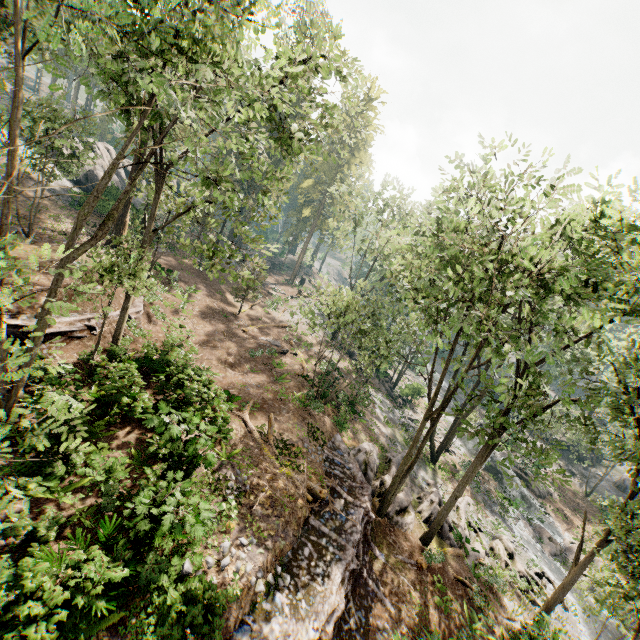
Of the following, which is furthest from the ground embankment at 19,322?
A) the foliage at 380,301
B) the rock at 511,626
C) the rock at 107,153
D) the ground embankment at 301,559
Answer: the rock at 511,626

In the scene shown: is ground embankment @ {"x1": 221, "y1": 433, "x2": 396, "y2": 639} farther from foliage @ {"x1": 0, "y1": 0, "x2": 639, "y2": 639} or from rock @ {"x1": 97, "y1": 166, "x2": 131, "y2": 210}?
rock @ {"x1": 97, "y1": 166, "x2": 131, "y2": 210}

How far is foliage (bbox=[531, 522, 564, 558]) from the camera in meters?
25.9

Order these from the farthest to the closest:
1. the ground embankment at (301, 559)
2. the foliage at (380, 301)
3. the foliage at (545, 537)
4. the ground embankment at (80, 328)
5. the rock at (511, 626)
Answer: the foliage at (545, 537) < the ground embankment at (80, 328) < the rock at (511, 626) < the ground embankment at (301, 559) < the foliage at (380, 301)

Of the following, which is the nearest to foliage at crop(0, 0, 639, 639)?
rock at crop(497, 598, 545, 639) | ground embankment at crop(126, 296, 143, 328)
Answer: rock at crop(497, 598, 545, 639)

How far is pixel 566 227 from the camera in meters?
12.4

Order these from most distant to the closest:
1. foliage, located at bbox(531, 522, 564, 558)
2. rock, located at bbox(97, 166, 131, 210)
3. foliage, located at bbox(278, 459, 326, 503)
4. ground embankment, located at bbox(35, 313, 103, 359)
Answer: rock, located at bbox(97, 166, 131, 210), foliage, located at bbox(531, 522, 564, 558), ground embankment, located at bbox(35, 313, 103, 359), foliage, located at bbox(278, 459, 326, 503)

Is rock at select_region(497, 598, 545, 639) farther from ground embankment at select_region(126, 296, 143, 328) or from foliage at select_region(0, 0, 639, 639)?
ground embankment at select_region(126, 296, 143, 328)
